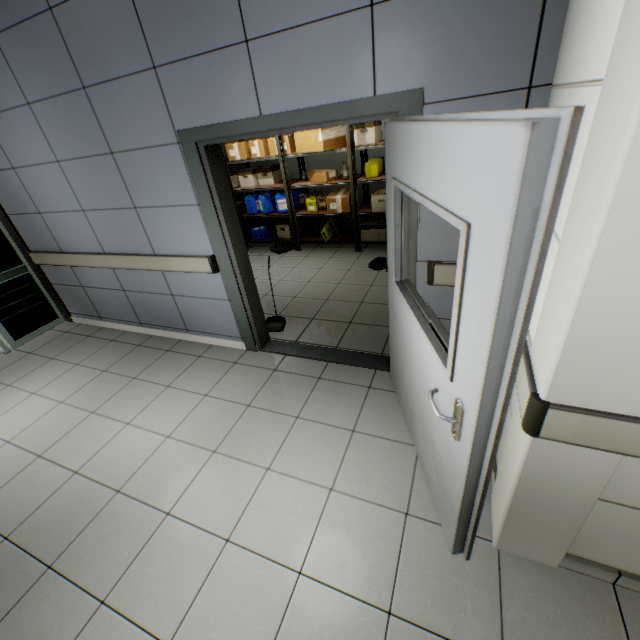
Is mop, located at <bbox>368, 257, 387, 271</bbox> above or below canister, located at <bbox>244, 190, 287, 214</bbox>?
below

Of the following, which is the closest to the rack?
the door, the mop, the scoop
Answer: the mop

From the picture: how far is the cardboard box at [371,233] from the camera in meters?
5.4 m

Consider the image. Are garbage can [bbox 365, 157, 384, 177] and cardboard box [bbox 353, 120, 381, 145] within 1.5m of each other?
yes

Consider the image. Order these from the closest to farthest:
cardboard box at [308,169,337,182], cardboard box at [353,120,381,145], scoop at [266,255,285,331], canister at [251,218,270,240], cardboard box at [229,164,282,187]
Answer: scoop at [266,255,285,331] → cardboard box at [353,120,381,145] → cardboard box at [308,169,337,182] → cardboard box at [229,164,282,187] → canister at [251,218,270,240]

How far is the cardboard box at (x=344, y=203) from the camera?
5.4m

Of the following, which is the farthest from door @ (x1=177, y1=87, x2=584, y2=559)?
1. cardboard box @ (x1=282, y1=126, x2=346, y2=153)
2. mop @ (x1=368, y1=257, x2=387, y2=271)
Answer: cardboard box @ (x1=282, y1=126, x2=346, y2=153)

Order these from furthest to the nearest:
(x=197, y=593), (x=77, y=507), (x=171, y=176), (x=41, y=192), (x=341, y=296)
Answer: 1. (x=341, y=296)
2. (x=41, y=192)
3. (x=171, y=176)
4. (x=77, y=507)
5. (x=197, y=593)
